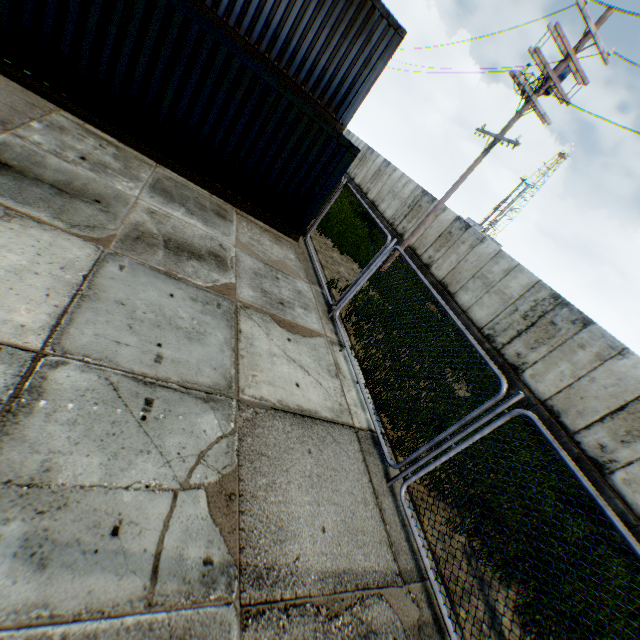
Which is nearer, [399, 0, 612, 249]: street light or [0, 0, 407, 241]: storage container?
[0, 0, 407, 241]: storage container

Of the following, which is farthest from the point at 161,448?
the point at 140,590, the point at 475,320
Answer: the point at 475,320

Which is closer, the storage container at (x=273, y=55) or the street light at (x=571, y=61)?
the storage container at (x=273, y=55)

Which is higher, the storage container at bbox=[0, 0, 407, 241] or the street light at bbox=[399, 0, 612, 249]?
the street light at bbox=[399, 0, 612, 249]

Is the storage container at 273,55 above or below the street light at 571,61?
below
